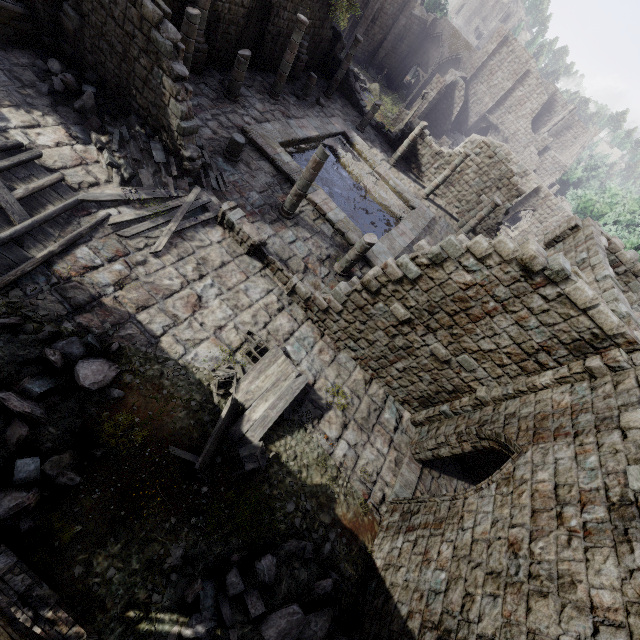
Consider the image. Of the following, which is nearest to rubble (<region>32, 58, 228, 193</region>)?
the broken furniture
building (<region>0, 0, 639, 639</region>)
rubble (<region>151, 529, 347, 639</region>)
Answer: building (<region>0, 0, 639, 639</region>)

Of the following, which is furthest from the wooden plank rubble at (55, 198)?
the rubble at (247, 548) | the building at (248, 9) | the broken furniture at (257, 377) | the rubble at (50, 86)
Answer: the rubble at (247, 548)

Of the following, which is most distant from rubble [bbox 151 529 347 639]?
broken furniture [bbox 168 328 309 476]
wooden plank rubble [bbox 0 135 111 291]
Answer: wooden plank rubble [bbox 0 135 111 291]

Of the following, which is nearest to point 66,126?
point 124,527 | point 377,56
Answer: point 124,527

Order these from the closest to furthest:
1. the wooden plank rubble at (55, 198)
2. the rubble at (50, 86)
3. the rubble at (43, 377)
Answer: the rubble at (43, 377) → the wooden plank rubble at (55, 198) → the rubble at (50, 86)

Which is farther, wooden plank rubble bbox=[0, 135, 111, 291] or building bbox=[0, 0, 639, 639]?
wooden plank rubble bbox=[0, 135, 111, 291]

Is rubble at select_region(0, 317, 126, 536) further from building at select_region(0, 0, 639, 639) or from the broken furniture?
the broken furniture

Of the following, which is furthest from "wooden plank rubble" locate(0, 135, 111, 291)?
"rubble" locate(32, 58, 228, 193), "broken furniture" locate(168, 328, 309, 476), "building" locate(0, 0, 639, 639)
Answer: "broken furniture" locate(168, 328, 309, 476)
